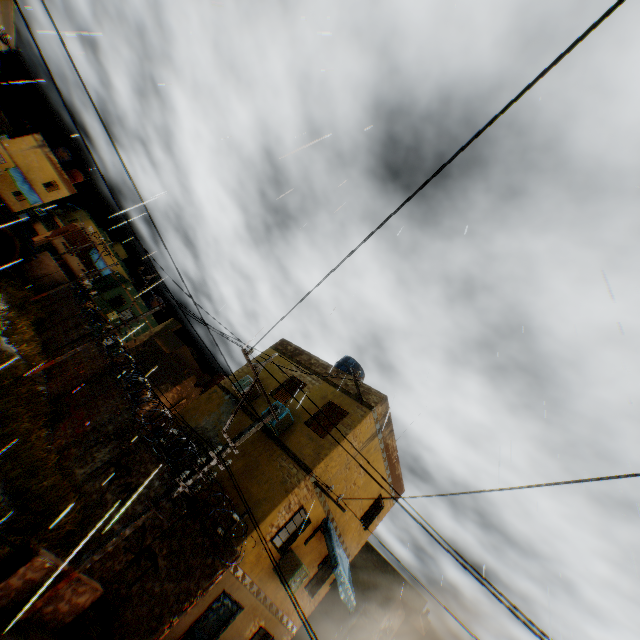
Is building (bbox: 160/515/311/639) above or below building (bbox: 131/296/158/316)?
below

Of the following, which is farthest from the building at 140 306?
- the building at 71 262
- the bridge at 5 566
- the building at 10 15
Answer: the bridge at 5 566

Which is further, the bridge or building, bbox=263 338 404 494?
building, bbox=263 338 404 494

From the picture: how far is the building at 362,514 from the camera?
13.0 meters

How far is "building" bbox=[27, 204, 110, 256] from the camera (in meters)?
40.00

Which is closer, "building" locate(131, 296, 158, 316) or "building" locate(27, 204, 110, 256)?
"building" locate(131, 296, 158, 316)

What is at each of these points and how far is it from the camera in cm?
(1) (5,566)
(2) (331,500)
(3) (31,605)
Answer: (1) bridge, 573
(2) building, 1168
(3) electric pole, 598
